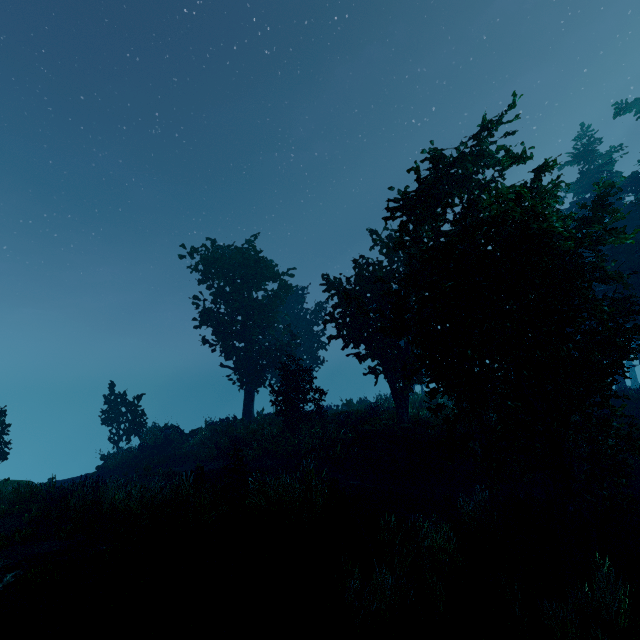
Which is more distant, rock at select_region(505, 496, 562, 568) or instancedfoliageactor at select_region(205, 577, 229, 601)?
rock at select_region(505, 496, 562, 568)

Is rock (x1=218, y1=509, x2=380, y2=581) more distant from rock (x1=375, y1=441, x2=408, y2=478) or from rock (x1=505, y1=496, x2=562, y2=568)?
rock (x1=375, y1=441, x2=408, y2=478)

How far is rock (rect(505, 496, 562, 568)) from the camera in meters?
8.3 m

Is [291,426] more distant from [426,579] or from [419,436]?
[426,579]

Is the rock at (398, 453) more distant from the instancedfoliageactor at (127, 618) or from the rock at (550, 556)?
the rock at (550, 556)

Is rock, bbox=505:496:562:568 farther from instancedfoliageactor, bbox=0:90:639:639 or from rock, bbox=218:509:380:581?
rock, bbox=218:509:380:581

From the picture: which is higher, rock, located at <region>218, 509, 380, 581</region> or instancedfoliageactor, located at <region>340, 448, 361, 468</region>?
instancedfoliageactor, located at <region>340, 448, 361, 468</region>

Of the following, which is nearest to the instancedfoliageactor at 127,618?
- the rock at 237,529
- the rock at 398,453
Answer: the rock at 237,529
